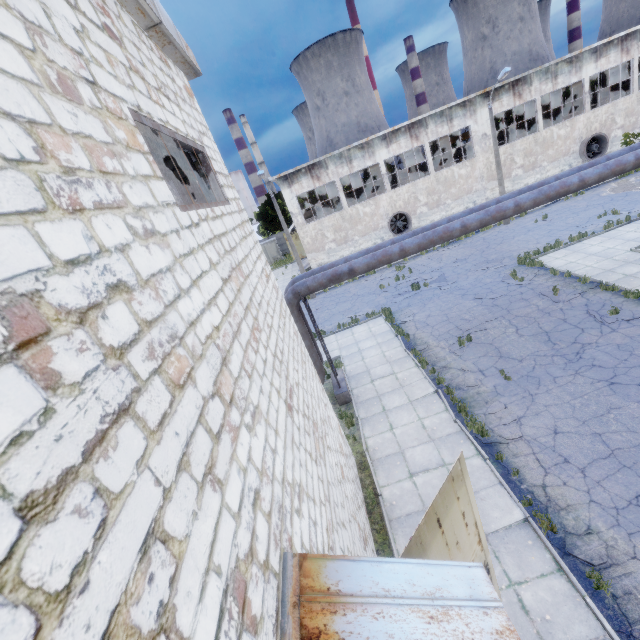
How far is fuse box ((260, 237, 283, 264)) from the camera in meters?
48.3 m

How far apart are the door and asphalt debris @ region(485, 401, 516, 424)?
4.0m

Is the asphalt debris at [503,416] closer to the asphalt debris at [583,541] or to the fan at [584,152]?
the asphalt debris at [583,541]

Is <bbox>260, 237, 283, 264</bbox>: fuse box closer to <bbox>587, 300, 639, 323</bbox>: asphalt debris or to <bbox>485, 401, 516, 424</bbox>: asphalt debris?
<bbox>587, 300, 639, 323</bbox>: asphalt debris

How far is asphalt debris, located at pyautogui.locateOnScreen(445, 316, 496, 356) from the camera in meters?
13.6

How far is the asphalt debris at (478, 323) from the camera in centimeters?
1362cm

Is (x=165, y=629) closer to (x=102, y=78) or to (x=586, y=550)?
(x=102, y=78)

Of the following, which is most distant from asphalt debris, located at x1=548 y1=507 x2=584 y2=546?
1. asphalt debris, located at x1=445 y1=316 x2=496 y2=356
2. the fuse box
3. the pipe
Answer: the fuse box
